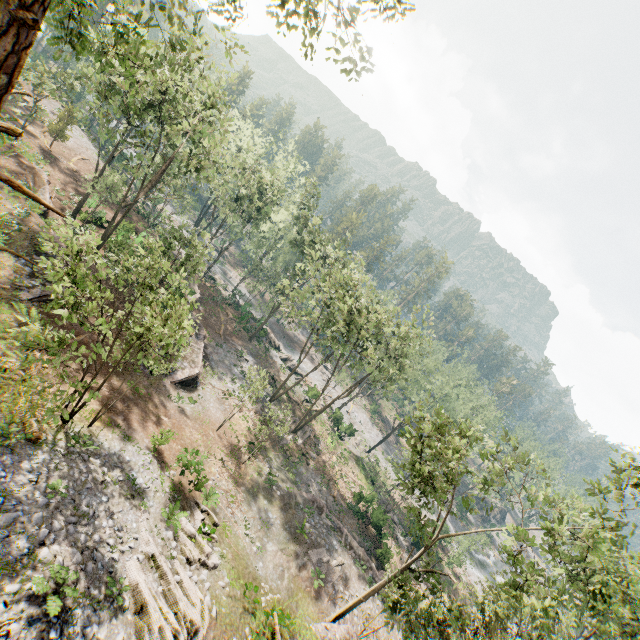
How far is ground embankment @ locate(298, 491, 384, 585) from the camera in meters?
27.6 m

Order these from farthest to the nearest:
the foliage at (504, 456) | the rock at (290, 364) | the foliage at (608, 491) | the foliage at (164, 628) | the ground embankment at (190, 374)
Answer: the rock at (290, 364), the ground embankment at (190, 374), the foliage at (504, 456), the foliage at (164, 628), the foliage at (608, 491)

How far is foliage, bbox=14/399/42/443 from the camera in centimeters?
1330cm

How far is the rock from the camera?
50.0 meters

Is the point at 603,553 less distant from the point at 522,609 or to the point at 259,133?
the point at 522,609

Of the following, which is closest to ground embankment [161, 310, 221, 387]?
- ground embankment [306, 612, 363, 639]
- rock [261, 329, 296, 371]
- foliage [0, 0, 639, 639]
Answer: rock [261, 329, 296, 371]

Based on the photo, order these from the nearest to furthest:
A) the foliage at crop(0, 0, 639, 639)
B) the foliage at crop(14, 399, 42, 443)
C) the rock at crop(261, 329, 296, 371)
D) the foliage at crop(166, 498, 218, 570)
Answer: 1. the foliage at crop(0, 0, 639, 639)
2. the foliage at crop(14, 399, 42, 443)
3. the foliage at crop(166, 498, 218, 570)
4. the rock at crop(261, 329, 296, 371)

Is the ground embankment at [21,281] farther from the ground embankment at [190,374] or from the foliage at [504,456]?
the ground embankment at [190,374]
